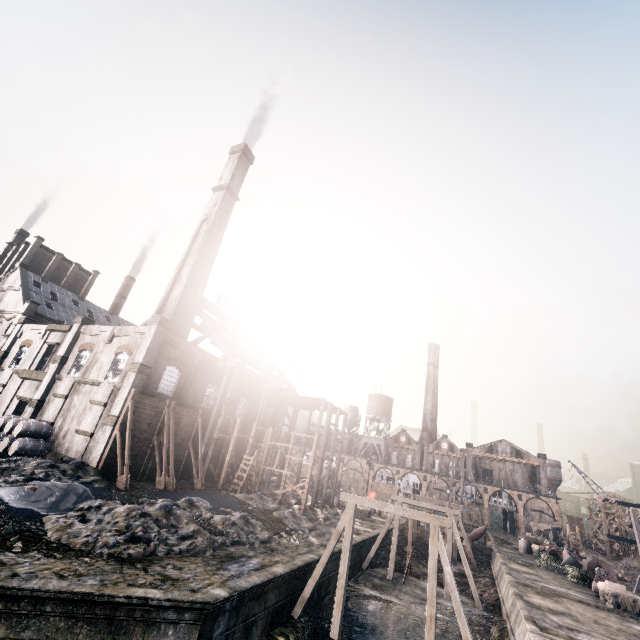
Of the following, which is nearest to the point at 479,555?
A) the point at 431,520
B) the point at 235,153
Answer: the point at 431,520

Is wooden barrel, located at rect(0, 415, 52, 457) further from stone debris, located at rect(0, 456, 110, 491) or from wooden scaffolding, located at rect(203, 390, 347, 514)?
wooden scaffolding, located at rect(203, 390, 347, 514)

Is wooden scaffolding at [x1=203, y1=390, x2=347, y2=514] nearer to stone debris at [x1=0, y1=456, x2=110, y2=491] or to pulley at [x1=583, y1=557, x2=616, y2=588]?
stone debris at [x1=0, y1=456, x2=110, y2=491]

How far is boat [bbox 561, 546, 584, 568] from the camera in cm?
3438

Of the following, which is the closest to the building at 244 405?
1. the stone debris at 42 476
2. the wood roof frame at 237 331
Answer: the wood roof frame at 237 331

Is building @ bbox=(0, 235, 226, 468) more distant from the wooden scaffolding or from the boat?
the boat

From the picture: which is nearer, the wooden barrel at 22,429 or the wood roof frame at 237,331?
the wooden barrel at 22,429

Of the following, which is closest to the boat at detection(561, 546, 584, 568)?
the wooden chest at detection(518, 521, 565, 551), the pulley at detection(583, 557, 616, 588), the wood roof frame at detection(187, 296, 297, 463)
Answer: the wooden chest at detection(518, 521, 565, 551)
